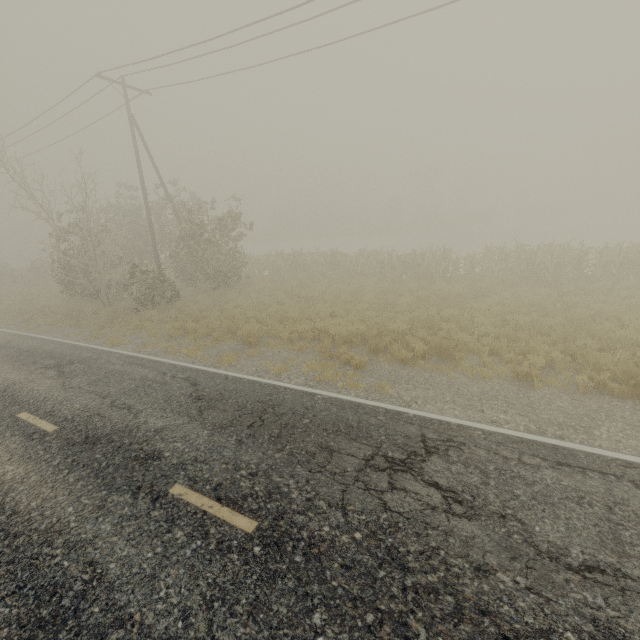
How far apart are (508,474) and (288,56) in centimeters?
1692cm
